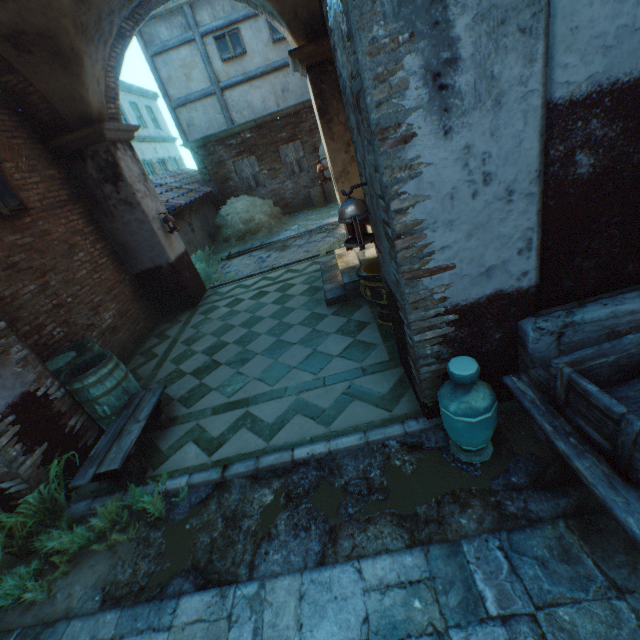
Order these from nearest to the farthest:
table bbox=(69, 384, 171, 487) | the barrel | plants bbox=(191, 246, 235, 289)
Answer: table bbox=(69, 384, 171, 487) < the barrel < plants bbox=(191, 246, 235, 289)

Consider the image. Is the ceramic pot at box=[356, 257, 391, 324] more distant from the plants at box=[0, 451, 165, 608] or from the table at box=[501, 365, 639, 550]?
the plants at box=[0, 451, 165, 608]

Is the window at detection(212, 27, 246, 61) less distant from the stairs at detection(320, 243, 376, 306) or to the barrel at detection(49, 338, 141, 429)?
the stairs at detection(320, 243, 376, 306)

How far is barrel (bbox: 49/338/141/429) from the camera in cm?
402

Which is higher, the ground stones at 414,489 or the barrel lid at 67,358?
the barrel lid at 67,358

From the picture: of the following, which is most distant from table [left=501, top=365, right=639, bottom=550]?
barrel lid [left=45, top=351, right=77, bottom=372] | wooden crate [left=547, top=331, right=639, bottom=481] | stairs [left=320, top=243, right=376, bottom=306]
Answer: barrel lid [left=45, top=351, right=77, bottom=372]

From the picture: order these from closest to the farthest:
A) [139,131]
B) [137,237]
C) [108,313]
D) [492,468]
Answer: [492,468]
[108,313]
[137,237]
[139,131]

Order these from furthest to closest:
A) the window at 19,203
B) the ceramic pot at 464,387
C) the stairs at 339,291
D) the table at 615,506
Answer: the stairs at 339,291 < the window at 19,203 < the ceramic pot at 464,387 < the table at 615,506
